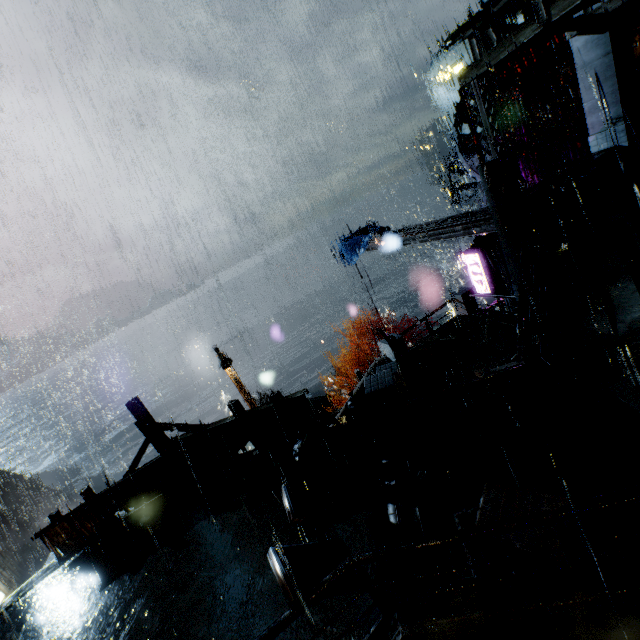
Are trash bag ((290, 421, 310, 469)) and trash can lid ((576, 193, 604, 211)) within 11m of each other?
no

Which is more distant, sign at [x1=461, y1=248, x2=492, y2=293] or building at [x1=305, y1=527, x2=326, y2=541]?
sign at [x1=461, y1=248, x2=492, y2=293]

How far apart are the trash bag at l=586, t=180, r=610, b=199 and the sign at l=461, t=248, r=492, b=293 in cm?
751

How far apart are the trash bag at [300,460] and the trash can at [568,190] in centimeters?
1211cm

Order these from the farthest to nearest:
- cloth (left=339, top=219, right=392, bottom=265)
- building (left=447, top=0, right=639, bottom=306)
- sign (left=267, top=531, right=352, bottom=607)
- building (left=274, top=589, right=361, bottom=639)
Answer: cloth (left=339, top=219, right=392, bottom=265) < building (left=447, top=0, right=639, bottom=306) < building (left=274, top=589, right=361, bottom=639) < sign (left=267, top=531, right=352, bottom=607)

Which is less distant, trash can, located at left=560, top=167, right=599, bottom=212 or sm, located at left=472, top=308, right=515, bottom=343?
trash can, located at left=560, top=167, right=599, bottom=212

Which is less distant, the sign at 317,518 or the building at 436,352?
the sign at 317,518

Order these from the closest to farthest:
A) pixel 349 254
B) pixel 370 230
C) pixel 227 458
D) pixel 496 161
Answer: pixel 227 458 < pixel 496 161 < pixel 349 254 < pixel 370 230
